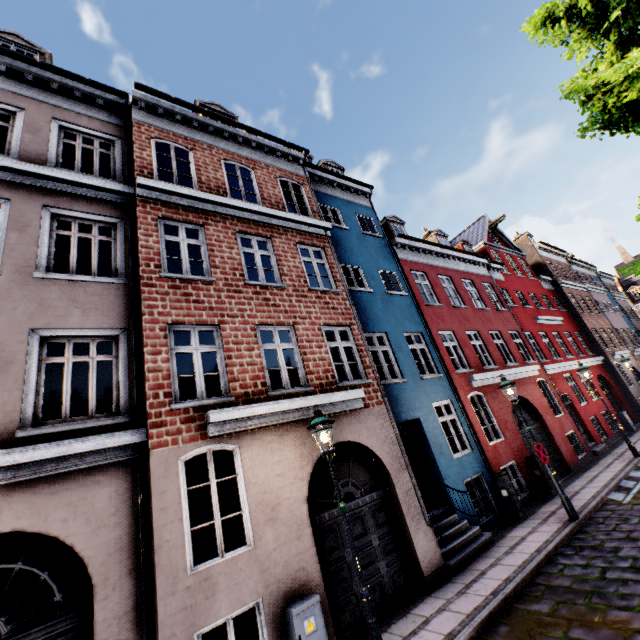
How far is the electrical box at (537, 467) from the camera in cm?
A: 1103

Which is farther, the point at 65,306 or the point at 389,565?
the point at 389,565

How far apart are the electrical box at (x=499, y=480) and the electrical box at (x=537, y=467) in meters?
2.1 m

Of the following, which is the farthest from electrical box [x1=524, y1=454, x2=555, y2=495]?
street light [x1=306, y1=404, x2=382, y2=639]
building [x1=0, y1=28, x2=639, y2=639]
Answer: street light [x1=306, y1=404, x2=382, y2=639]

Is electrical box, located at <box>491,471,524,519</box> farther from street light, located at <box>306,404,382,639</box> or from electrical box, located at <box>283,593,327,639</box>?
electrical box, located at <box>283,593,327,639</box>

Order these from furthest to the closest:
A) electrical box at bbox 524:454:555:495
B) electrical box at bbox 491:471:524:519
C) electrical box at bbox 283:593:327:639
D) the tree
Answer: electrical box at bbox 524:454:555:495 → electrical box at bbox 491:471:524:519 → electrical box at bbox 283:593:327:639 → the tree

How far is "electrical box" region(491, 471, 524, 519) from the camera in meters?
9.6

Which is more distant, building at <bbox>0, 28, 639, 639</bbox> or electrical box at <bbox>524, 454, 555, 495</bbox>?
electrical box at <bbox>524, 454, 555, 495</bbox>
